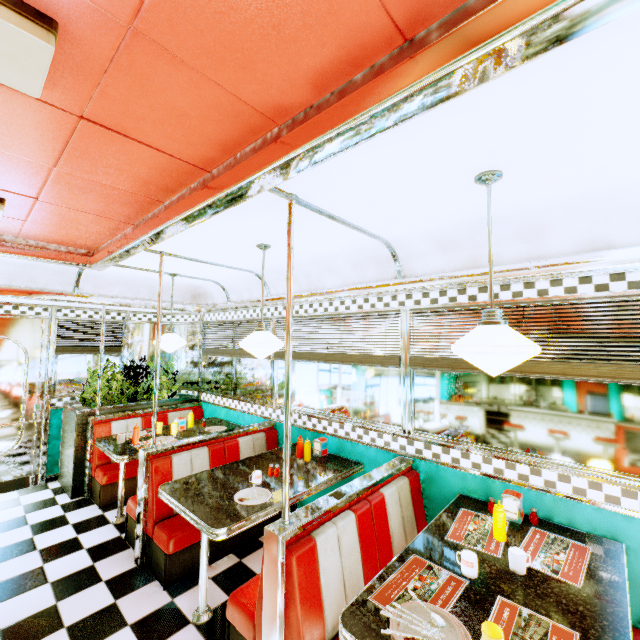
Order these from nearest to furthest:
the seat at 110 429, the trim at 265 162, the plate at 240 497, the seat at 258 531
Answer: the trim at 265 162
the plate at 240 497
the seat at 258 531
the seat at 110 429

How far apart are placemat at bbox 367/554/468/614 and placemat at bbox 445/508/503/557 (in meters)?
0.38

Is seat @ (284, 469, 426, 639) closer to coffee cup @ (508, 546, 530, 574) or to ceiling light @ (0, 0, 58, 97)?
coffee cup @ (508, 546, 530, 574)

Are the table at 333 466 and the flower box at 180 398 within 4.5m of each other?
yes

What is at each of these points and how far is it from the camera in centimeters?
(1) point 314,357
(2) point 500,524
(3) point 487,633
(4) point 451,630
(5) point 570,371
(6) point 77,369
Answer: (1) blinds, 390cm
(2) sauce bottle, 206cm
(3) plastic cup, 128cm
(4) plate, 135cm
(5) blinds, 226cm
(6) window, 524cm

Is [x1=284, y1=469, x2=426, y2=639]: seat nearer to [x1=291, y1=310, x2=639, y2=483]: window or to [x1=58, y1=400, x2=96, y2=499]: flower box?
[x1=291, y1=310, x2=639, y2=483]: window

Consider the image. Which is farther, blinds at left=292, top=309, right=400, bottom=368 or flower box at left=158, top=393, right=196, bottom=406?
flower box at left=158, top=393, right=196, bottom=406

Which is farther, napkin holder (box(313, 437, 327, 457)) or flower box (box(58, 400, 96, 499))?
flower box (box(58, 400, 96, 499))
